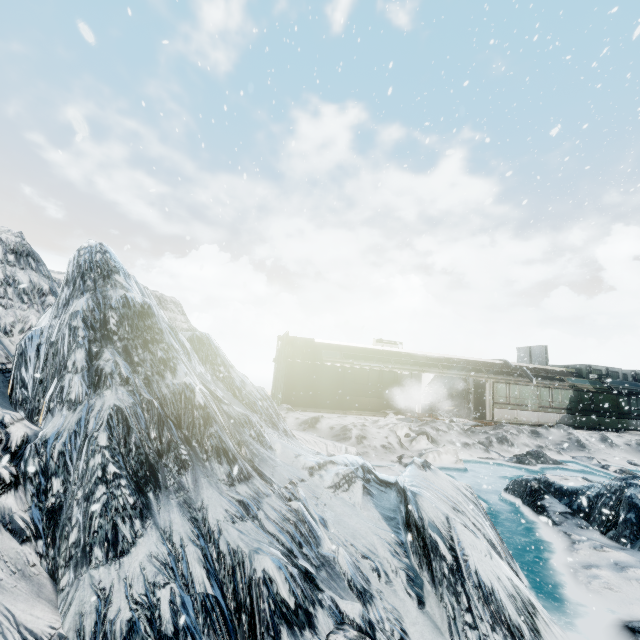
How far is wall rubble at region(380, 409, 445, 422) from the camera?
18.8m

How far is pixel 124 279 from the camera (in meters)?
6.52

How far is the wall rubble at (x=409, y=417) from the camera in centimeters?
1878cm
